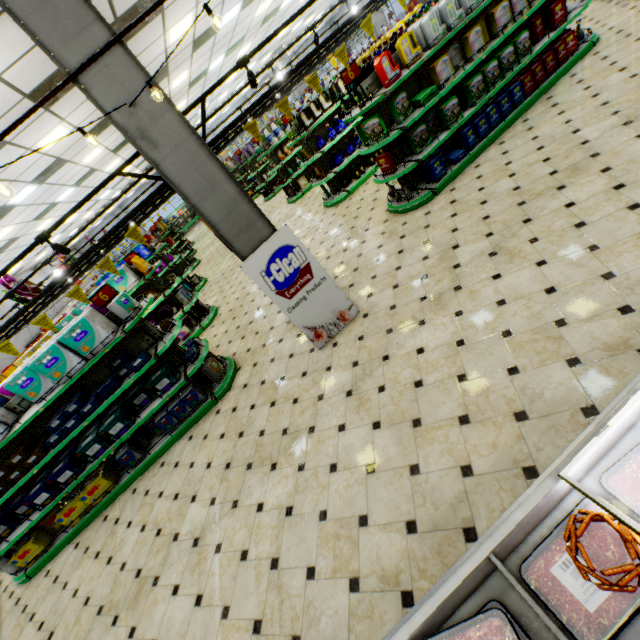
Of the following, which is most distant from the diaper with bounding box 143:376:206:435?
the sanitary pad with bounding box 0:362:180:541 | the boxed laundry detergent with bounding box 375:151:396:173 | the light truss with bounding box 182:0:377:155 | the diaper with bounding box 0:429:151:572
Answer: the boxed laundry detergent with bounding box 375:151:396:173

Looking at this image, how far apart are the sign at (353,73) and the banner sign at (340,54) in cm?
66

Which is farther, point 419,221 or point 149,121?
point 419,221

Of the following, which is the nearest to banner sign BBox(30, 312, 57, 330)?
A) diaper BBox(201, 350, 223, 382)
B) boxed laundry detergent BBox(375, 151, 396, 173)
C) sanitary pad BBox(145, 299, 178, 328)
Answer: diaper BBox(201, 350, 223, 382)

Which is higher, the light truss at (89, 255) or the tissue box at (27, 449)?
the light truss at (89, 255)

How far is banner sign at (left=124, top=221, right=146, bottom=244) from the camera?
4.2m

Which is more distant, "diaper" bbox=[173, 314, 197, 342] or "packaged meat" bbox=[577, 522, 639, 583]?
"diaper" bbox=[173, 314, 197, 342]

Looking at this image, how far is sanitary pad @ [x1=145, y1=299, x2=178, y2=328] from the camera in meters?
8.1 m
